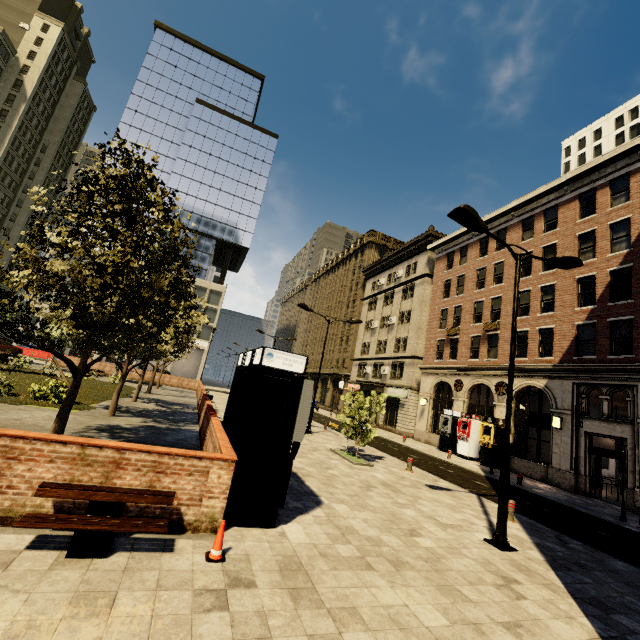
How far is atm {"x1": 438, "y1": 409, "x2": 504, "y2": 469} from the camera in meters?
21.2 m

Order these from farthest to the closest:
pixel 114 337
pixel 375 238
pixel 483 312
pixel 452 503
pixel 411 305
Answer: pixel 375 238 < pixel 411 305 < pixel 114 337 < pixel 483 312 < pixel 452 503

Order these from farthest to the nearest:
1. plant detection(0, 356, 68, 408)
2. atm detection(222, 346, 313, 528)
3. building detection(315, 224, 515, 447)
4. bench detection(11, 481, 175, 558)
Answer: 1. building detection(315, 224, 515, 447)
2. plant detection(0, 356, 68, 408)
3. atm detection(222, 346, 313, 528)
4. bench detection(11, 481, 175, 558)

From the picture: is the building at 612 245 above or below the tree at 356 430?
below

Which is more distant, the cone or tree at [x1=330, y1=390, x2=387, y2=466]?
tree at [x1=330, y1=390, x2=387, y2=466]

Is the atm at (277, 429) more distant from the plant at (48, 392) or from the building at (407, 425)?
the building at (407, 425)

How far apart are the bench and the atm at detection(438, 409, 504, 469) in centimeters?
2258cm

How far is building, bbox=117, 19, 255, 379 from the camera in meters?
55.1 m
